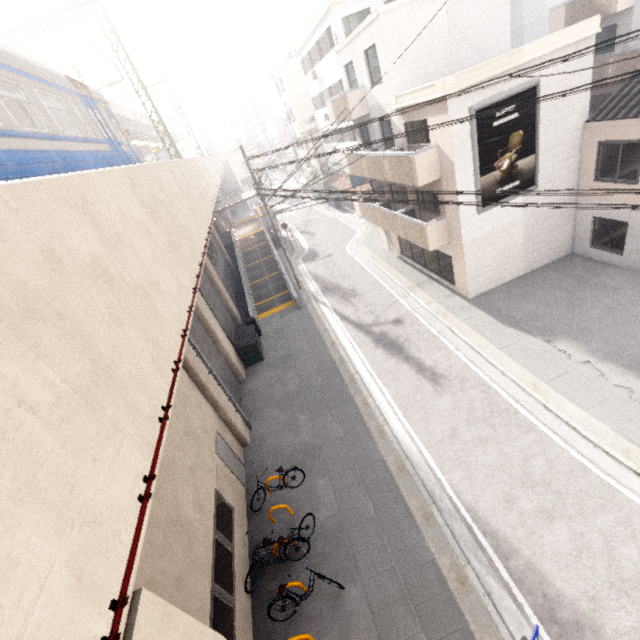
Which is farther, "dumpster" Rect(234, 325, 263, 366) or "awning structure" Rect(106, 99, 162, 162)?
"awning structure" Rect(106, 99, 162, 162)

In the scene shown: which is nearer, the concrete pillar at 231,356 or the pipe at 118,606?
the pipe at 118,606

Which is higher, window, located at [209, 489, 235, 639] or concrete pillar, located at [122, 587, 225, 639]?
concrete pillar, located at [122, 587, 225, 639]

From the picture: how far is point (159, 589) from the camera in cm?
564

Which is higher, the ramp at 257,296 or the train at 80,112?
the train at 80,112

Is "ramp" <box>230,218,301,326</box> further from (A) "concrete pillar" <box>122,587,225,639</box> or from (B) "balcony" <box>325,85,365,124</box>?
(A) "concrete pillar" <box>122,587,225,639</box>

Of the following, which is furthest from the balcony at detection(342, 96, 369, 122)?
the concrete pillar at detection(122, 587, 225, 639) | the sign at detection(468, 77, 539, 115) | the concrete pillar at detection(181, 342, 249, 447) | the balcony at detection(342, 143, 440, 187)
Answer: the concrete pillar at detection(122, 587, 225, 639)

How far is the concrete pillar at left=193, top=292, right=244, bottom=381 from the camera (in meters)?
14.28
